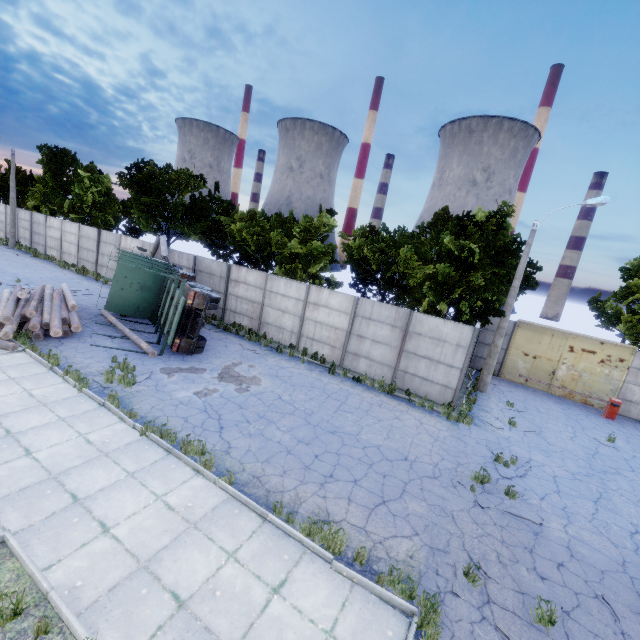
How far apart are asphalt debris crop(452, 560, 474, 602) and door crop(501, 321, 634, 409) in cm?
1576

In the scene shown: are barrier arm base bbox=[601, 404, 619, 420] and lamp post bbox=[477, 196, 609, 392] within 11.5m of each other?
yes

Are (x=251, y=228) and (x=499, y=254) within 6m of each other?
no

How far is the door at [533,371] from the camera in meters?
18.0

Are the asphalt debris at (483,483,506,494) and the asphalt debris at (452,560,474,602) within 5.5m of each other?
yes

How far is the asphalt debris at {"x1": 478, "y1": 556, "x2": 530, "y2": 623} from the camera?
5.8m

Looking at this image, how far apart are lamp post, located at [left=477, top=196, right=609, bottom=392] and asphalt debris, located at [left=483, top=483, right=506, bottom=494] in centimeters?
855cm

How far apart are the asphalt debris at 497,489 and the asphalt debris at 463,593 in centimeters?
144cm
